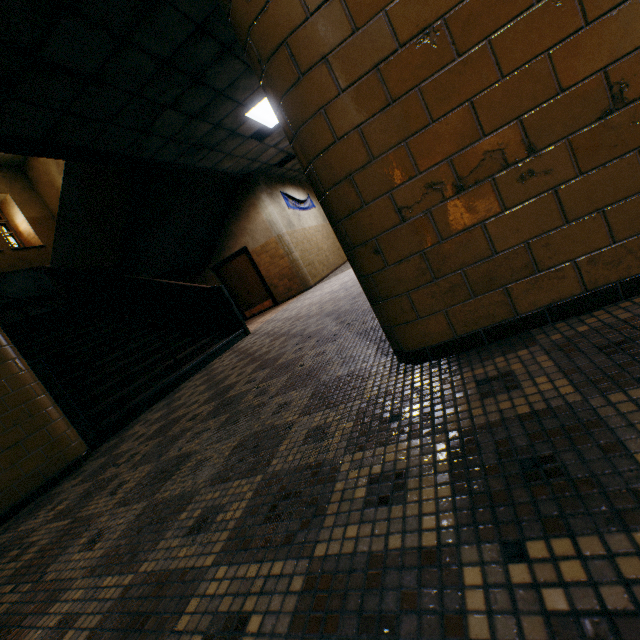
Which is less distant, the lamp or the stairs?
the stairs

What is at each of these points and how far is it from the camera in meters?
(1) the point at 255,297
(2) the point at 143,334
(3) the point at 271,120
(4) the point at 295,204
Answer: (1) door, 11.2
(2) stairs, 6.6
(3) lamp, 7.4
(4) banner, 11.7

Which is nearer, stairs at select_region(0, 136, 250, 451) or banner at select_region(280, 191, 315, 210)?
stairs at select_region(0, 136, 250, 451)

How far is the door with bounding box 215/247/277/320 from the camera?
10.9m

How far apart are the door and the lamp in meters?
3.9

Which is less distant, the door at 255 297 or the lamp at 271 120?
the lamp at 271 120

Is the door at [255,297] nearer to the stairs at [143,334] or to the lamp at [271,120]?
the stairs at [143,334]

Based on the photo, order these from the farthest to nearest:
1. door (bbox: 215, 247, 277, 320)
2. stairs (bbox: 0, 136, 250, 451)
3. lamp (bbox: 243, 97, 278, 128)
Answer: door (bbox: 215, 247, 277, 320) < lamp (bbox: 243, 97, 278, 128) < stairs (bbox: 0, 136, 250, 451)
